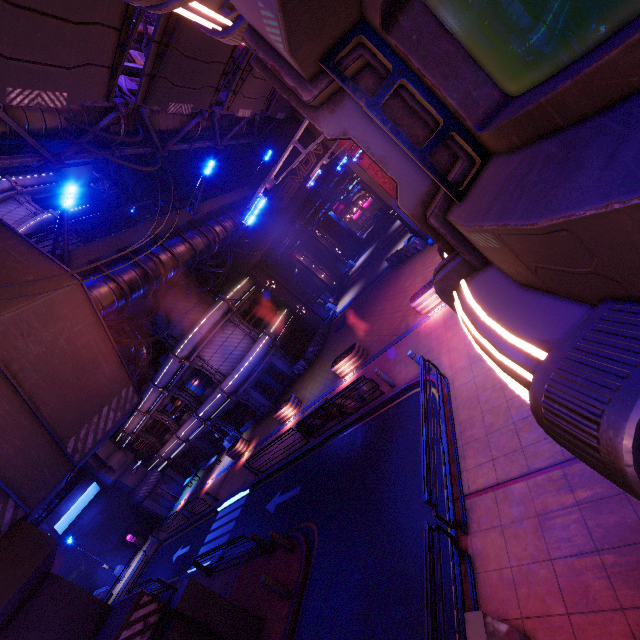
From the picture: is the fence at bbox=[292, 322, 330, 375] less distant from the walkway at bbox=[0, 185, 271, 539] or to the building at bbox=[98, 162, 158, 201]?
the walkway at bbox=[0, 185, 271, 539]

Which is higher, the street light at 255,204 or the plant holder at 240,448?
the street light at 255,204

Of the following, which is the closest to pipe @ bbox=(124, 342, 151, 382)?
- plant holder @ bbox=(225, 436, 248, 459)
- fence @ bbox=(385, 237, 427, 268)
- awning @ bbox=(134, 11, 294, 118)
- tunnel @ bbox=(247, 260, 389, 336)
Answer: plant holder @ bbox=(225, 436, 248, 459)

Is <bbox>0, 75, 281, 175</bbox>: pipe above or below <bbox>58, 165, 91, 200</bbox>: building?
below

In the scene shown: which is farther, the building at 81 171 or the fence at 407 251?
the building at 81 171

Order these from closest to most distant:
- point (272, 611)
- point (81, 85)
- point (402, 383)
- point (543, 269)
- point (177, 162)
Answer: point (543, 269)
point (81, 85)
point (272, 611)
point (402, 383)
point (177, 162)

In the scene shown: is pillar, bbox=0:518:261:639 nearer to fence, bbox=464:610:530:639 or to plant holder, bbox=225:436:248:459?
fence, bbox=464:610:530:639

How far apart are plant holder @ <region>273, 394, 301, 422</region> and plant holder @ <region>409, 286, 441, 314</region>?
10.2m
